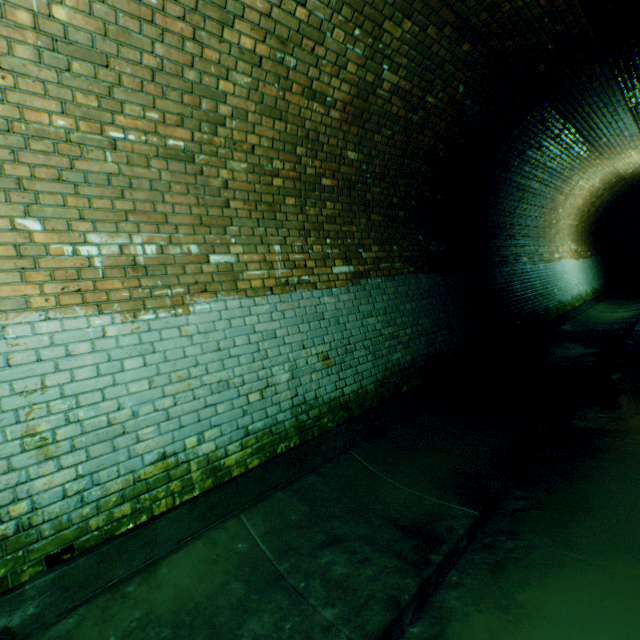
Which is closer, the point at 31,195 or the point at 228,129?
the point at 31,195

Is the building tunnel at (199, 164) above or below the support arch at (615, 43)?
below

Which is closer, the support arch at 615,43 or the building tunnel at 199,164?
the building tunnel at 199,164

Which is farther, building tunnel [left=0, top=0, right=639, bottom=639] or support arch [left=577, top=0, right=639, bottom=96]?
support arch [left=577, top=0, right=639, bottom=96]

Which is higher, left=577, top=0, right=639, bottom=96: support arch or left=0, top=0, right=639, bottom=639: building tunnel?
left=577, top=0, right=639, bottom=96: support arch
